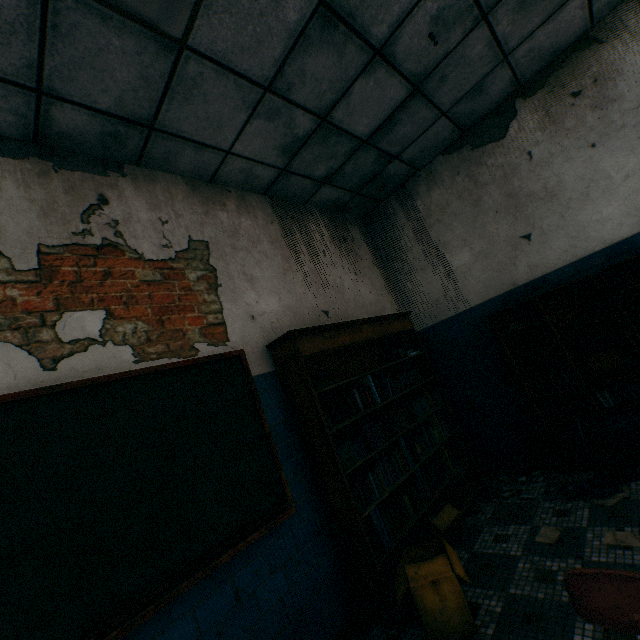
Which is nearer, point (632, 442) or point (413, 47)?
point (413, 47)

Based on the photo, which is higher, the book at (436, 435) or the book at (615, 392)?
the book at (436, 435)

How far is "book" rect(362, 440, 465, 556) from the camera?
2.4 meters

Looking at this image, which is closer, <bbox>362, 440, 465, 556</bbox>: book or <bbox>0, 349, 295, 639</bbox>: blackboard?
<bbox>0, 349, 295, 639</bbox>: blackboard

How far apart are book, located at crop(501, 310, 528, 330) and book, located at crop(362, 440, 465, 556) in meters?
1.1

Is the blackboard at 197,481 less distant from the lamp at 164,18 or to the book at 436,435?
the book at 436,435

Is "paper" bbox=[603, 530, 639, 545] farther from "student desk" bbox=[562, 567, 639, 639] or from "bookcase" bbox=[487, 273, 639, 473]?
"student desk" bbox=[562, 567, 639, 639]

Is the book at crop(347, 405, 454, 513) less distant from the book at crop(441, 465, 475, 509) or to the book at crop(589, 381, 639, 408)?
the book at crop(441, 465, 475, 509)
